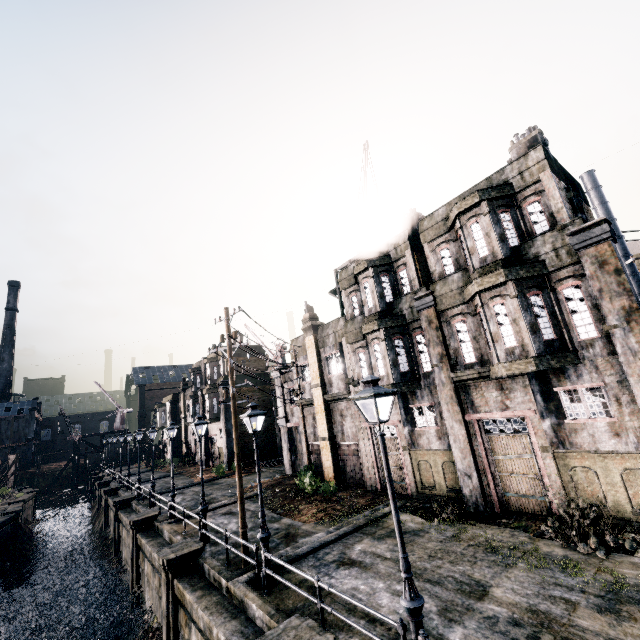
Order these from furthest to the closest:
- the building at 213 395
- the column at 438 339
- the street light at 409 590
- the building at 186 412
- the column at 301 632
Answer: the building at 186 412
the building at 213 395
the column at 438 339
the column at 301 632
the street light at 409 590

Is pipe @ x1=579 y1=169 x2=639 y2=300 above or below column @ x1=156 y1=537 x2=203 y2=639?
above

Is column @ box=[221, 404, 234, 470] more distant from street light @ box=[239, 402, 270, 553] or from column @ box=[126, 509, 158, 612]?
street light @ box=[239, 402, 270, 553]

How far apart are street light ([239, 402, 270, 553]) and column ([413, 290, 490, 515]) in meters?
8.4

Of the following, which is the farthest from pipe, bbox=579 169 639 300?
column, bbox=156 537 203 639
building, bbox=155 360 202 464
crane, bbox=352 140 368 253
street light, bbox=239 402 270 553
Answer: building, bbox=155 360 202 464

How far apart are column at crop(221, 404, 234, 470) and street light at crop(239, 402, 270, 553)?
25.75m

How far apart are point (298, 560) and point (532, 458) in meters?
9.9

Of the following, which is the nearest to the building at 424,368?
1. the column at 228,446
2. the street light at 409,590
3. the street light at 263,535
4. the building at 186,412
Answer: the street light at 409,590
